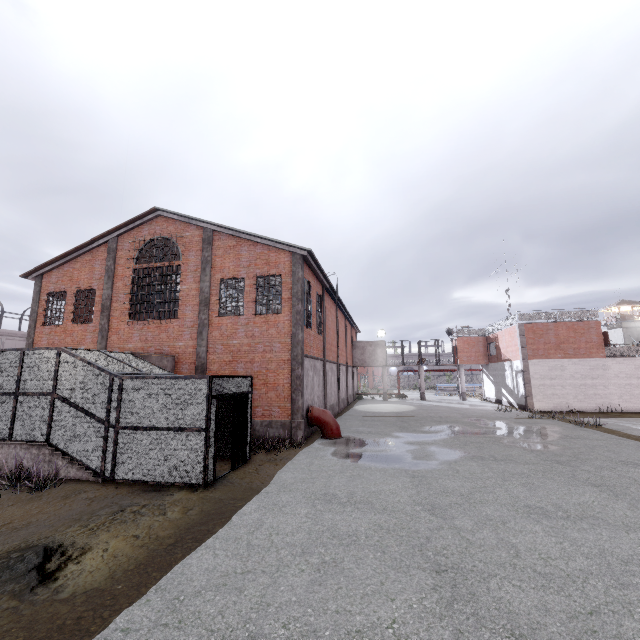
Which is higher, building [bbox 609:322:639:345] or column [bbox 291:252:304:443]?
building [bbox 609:322:639:345]

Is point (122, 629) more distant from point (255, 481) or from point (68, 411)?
point (68, 411)

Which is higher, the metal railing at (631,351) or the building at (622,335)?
the building at (622,335)

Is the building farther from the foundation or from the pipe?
the foundation

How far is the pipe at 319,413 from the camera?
15.31m

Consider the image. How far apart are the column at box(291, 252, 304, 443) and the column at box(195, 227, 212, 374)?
4.3m

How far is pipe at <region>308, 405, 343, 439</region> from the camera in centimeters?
1531cm

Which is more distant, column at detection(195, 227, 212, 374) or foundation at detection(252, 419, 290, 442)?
column at detection(195, 227, 212, 374)
